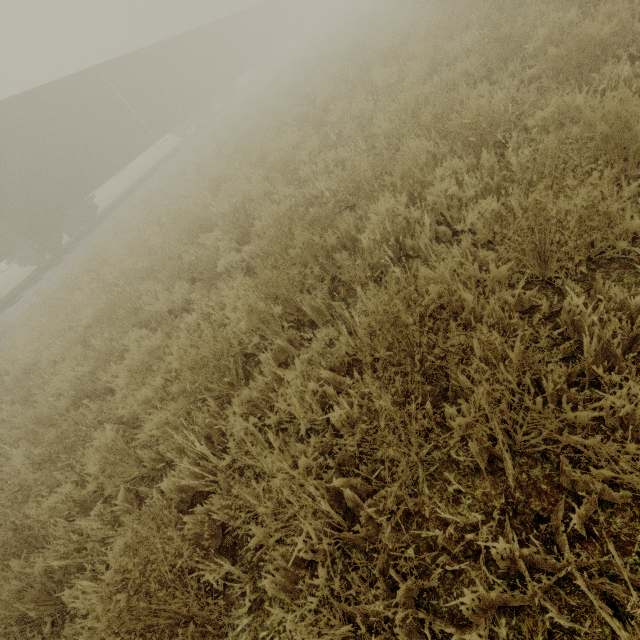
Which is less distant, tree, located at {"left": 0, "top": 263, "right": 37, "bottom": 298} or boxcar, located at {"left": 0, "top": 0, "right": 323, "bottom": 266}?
boxcar, located at {"left": 0, "top": 0, "right": 323, "bottom": 266}

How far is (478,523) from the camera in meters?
1.7 m

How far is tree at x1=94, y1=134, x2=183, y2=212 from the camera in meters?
24.4

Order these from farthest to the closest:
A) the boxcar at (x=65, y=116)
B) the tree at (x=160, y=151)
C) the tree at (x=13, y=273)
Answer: the tree at (x=160, y=151)
the tree at (x=13, y=273)
the boxcar at (x=65, y=116)

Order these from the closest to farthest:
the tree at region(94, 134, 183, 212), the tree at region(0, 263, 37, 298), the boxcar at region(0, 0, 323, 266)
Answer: the boxcar at region(0, 0, 323, 266)
the tree at region(0, 263, 37, 298)
the tree at region(94, 134, 183, 212)

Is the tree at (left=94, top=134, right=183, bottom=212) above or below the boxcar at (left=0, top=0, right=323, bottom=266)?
below

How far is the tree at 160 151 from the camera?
24.4 meters
